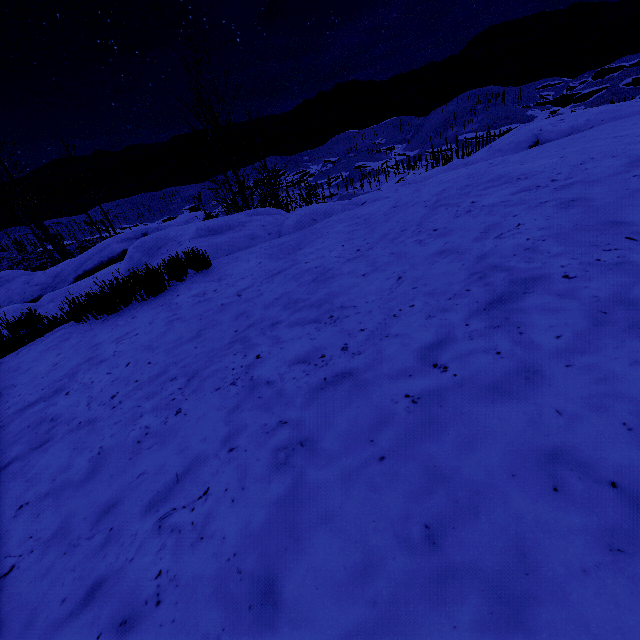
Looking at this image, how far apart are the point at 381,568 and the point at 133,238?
21.50m
